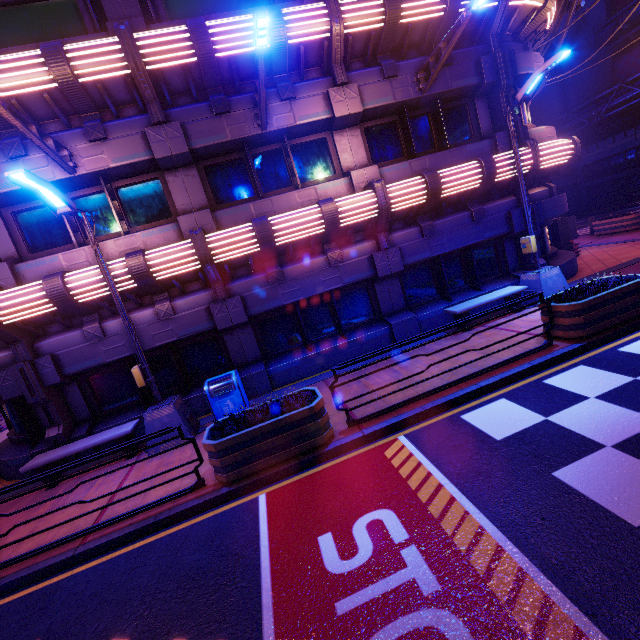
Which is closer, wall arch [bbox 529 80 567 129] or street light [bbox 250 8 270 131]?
street light [bbox 250 8 270 131]

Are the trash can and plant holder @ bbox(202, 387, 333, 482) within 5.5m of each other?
yes

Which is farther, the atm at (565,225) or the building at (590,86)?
the building at (590,86)

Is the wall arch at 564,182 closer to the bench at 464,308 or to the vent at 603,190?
the vent at 603,190

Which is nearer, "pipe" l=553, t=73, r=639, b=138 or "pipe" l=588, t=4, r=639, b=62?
"pipe" l=553, t=73, r=639, b=138

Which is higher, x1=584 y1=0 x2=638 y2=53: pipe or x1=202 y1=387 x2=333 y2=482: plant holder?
x1=584 y1=0 x2=638 y2=53: pipe

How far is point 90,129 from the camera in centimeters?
790cm

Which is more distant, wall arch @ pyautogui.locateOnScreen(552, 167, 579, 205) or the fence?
wall arch @ pyautogui.locateOnScreen(552, 167, 579, 205)
